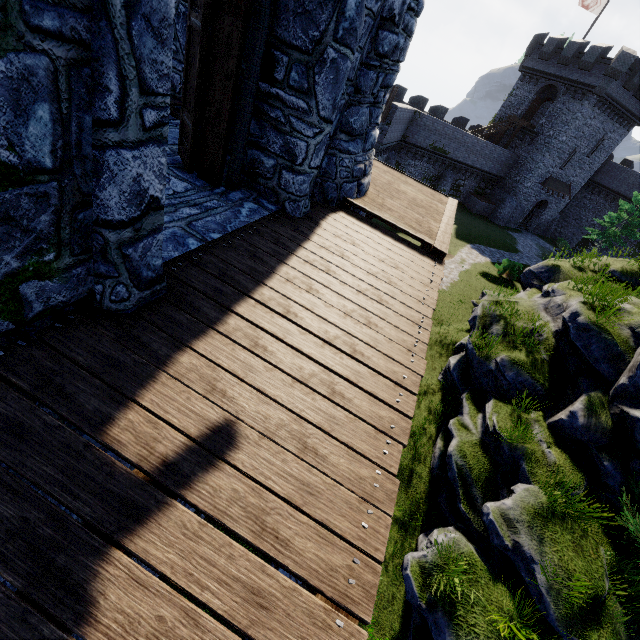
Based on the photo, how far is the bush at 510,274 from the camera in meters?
23.5

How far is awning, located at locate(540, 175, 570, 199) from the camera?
36.66m

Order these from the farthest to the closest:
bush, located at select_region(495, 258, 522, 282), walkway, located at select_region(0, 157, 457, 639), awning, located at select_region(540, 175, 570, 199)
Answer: awning, located at select_region(540, 175, 570, 199)
bush, located at select_region(495, 258, 522, 282)
walkway, located at select_region(0, 157, 457, 639)

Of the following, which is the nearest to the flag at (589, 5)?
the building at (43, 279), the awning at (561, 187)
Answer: the awning at (561, 187)

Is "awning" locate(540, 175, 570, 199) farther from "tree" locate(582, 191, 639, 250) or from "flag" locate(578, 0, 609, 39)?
"flag" locate(578, 0, 609, 39)

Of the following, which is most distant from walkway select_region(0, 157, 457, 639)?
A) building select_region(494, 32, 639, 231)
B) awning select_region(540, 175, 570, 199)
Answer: awning select_region(540, 175, 570, 199)

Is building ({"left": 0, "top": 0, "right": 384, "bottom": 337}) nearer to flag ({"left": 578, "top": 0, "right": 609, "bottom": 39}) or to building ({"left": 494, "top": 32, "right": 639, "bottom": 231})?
building ({"left": 494, "top": 32, "right": 639, "bottom": 231})

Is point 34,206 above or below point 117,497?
above
